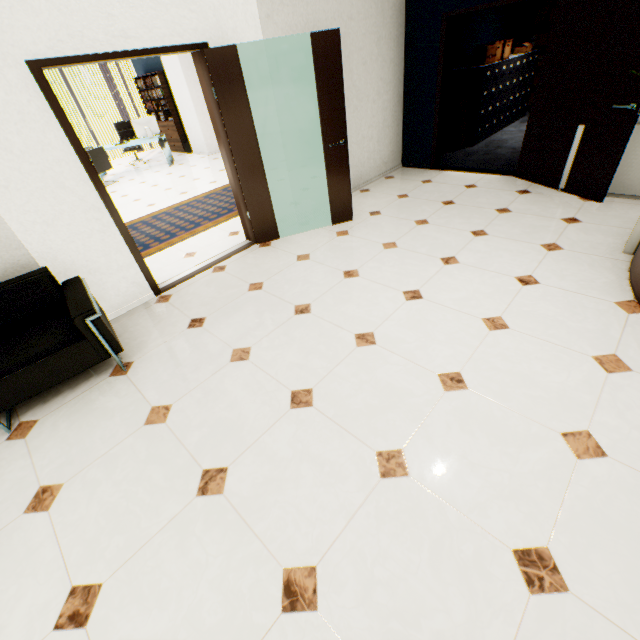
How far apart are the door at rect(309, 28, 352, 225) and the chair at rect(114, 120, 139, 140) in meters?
9.0 m

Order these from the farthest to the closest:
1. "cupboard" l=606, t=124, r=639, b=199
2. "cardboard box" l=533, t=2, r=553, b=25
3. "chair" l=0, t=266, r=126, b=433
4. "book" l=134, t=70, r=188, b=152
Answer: "book" l=134, t=70, r=188, b=152 → "cardboard box" l=533, t=2, r=553, b=25 → "cupboard" l=606, t=124, r=639, b=199 → "chair" l=0, t=266, r=126, b=433

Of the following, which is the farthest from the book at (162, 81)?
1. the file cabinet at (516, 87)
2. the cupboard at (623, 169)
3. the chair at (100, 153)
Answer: the cupboard at (623, 169)

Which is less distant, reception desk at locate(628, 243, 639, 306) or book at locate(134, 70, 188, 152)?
reception desk at locate(628, 243, 639, 306)

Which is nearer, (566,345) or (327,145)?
(566,345)

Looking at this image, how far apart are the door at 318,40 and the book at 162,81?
9.0m

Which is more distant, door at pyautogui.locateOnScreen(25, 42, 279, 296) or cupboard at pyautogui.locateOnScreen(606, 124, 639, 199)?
cupboard at pyautogui.locateOnScreen(606, 124, 639, 199)

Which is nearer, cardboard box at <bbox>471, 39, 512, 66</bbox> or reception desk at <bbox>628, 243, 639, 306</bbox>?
reception desk at <bbox>628, 243, 639, 306</bbox>
